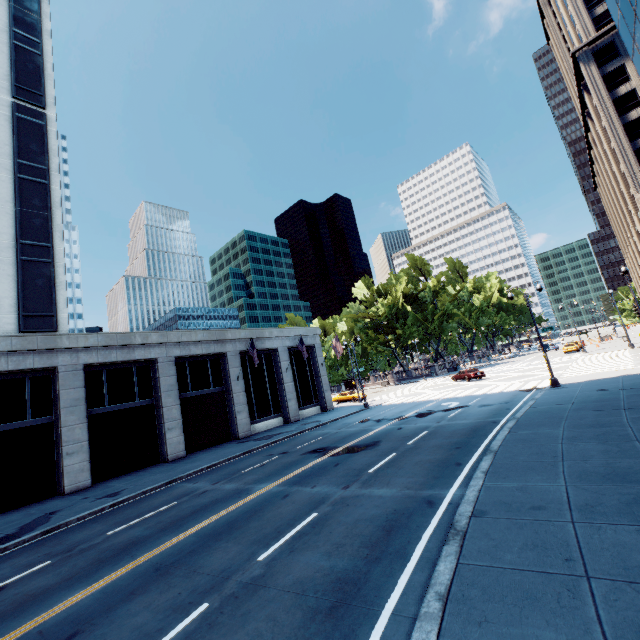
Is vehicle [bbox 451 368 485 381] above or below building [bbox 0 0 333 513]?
below

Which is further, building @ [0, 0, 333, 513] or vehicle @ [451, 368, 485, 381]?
vehicle @ [451, 368, 485, 381]

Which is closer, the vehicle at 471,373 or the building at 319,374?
the building at 319,374

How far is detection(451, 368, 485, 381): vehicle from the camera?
37.7 meters

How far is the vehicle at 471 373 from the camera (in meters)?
37.66

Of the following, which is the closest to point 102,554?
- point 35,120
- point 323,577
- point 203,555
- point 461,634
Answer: point 203,555
